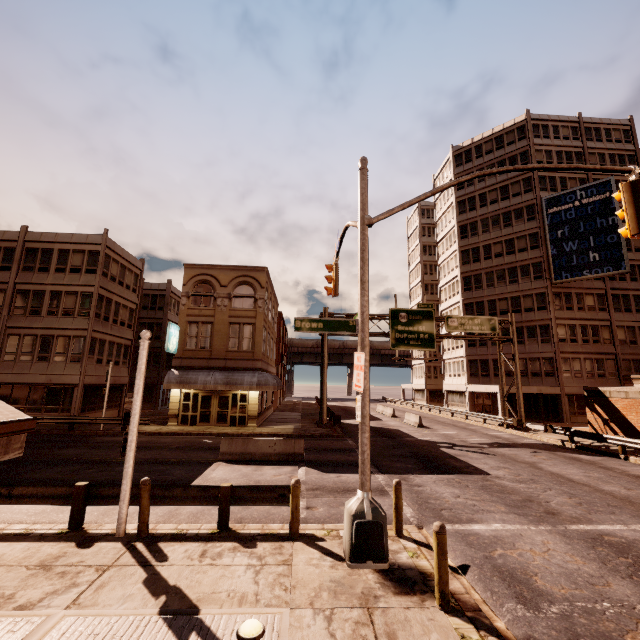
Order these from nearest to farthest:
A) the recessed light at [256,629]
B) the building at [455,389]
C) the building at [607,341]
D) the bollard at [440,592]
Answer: the recessed light at [256,629]
the bollard at [440,592]
the building at [607,341]
the building at [455,389]

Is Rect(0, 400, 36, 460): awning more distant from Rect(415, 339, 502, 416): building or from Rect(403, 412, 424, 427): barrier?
Rect(415, 339, 502, 416): building

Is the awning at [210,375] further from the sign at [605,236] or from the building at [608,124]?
the sign at [605,236]

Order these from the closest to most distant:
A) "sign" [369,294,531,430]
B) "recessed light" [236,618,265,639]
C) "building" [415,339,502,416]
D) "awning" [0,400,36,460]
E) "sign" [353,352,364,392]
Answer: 1. "awning" [0,400,36,460]
2. "recessed light" [236,618,265,639]
3. "sign" [353,352,364,392]
4. "sign" [369,294,531,430]
5. "building" [415,339,502,416]

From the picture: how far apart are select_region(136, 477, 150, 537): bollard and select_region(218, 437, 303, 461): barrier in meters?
7.6 m

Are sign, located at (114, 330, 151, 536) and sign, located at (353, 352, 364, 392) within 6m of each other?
yes

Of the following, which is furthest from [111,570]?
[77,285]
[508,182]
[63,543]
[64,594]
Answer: [508,182]

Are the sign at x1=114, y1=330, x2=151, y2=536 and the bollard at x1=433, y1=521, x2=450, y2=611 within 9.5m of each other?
yes
